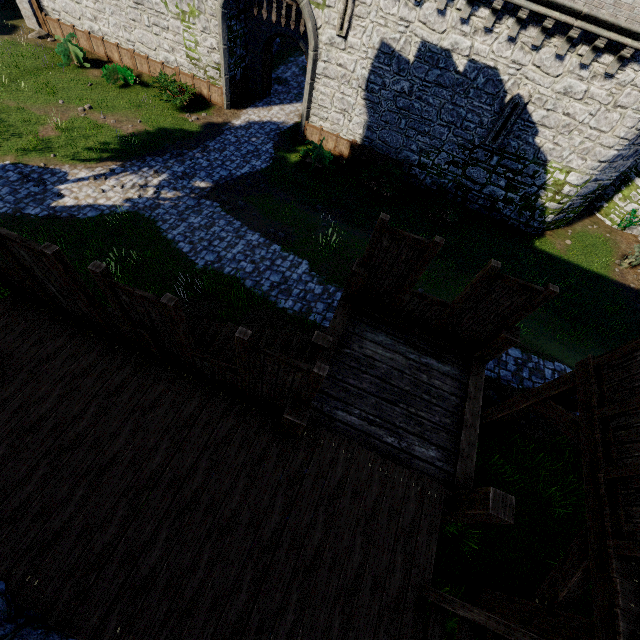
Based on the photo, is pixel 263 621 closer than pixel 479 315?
Yes

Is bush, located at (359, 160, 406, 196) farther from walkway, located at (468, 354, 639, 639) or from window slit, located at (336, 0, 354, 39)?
walkway, located at (468, 354, 639, 639)

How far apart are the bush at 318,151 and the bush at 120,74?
10.42m

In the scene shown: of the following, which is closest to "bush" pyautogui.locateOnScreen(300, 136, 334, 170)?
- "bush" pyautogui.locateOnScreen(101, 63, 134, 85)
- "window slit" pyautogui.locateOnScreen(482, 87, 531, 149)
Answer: "window slit" pyautogui.locateOnScreen(482, 87, 531, 149)

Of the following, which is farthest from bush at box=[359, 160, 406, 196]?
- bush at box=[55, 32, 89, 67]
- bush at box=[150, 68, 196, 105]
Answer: bush at box=[55, 32, 89, 67]

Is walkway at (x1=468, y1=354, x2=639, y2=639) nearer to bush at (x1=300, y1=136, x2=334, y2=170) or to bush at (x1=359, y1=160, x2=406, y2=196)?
bush at (x1=359, y1=160, x2=406, y2=196)

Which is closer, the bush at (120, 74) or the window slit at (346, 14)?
the window slit at (346, 14)

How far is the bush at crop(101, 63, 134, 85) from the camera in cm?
1784
